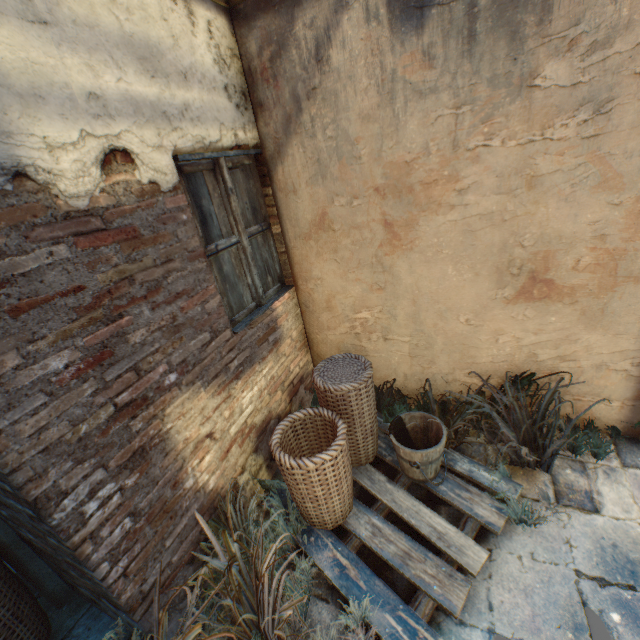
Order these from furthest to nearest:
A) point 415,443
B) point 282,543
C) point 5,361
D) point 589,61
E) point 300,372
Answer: point 300,372
point 415,443
point 282,543
point 589,61
point 5,361

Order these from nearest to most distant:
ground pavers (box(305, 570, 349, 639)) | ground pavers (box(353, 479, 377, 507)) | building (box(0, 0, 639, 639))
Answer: Answer: building (box(0, 0, 639, 639)) → ground pavers (box(305, 570, 349, 639)) → ground pavers (box(353, 479, 377, 507))

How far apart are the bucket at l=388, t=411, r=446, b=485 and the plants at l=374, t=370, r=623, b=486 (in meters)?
0.11

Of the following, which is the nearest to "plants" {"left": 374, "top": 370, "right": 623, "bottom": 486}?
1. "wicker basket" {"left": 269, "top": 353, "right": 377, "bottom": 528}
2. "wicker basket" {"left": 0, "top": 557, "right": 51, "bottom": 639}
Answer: "wicker basket" {"left": 269, "top": 353, "right": 377, "bottom": 528}

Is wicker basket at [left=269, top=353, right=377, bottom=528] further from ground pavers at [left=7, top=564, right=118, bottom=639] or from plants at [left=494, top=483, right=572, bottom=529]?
plants at [left=494, top=483, right=572, bottom=529]

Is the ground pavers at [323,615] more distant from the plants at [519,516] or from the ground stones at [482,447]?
the plants at [519,516]

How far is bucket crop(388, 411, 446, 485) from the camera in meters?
2.4

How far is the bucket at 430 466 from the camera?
2.43m
